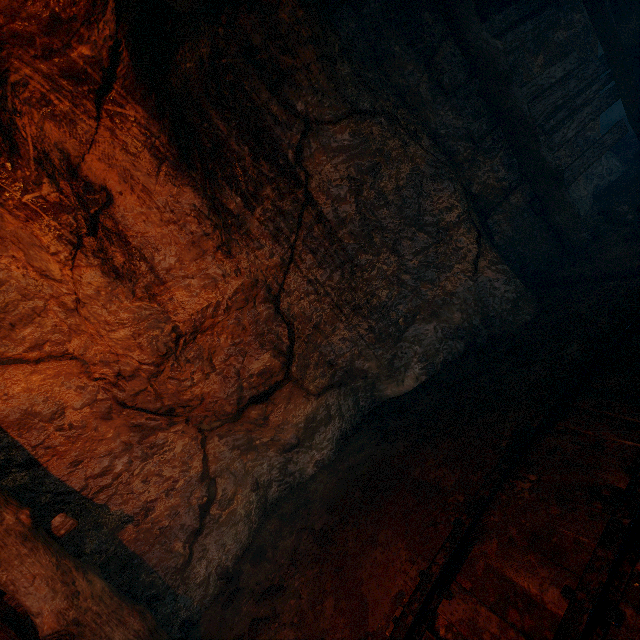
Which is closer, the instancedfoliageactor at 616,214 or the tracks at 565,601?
the tracks at 565,601

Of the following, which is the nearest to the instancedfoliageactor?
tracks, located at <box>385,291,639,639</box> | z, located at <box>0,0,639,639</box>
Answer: z, located at <box>0,0,639,639</box>

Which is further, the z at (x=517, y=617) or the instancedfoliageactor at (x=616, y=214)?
the instancedfoliageactor at (x=616, y=214)

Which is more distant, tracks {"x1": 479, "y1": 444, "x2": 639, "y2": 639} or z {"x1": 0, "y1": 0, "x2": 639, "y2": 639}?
z {"x1": 0, "y1": 0, "x2": 639, "y2": 639}

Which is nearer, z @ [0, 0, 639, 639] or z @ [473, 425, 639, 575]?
z @ [473, 425, 639, 575]

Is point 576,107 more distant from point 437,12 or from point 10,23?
point 10,23

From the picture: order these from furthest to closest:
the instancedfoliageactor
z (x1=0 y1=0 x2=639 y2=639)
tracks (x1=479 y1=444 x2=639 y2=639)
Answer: the instancedfoliageactor, z (x1=0 y1=0 x2=639 y2=639), tracks (x1=479 y1=444 x2=639 y2=639)

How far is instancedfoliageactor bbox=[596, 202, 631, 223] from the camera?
4.5 meters
